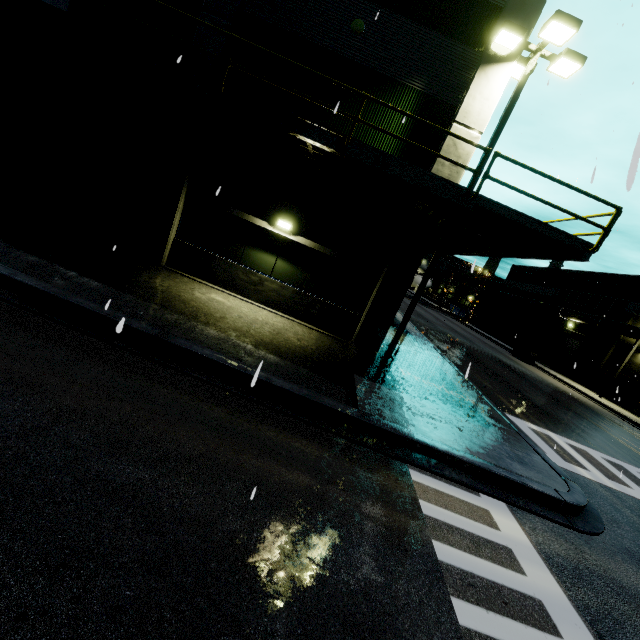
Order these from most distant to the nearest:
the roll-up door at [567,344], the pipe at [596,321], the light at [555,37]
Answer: the roll-up door at [567,344] → the pipe at [596,321] → the light at [555,37]

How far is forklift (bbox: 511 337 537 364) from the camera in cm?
3091

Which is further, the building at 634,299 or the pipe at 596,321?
the building at 634,299

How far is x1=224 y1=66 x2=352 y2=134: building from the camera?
9.75m

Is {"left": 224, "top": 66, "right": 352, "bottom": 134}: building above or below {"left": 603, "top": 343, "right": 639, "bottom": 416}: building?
above

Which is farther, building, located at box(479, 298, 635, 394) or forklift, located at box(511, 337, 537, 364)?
A: forklift, located at box(511, 337, 537, 364)

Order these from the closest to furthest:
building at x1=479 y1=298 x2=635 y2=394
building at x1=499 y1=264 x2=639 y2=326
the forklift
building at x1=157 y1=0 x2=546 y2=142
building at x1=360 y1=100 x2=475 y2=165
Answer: building at x1=157 y1=0 x2=546 y2=142
building at x1=360 y1=100 x2=475 y2=165
building at x1=479 y1=298 x2=635 y2=394
building at x1=499 y1=264 x2=639 y2=326
the forklift

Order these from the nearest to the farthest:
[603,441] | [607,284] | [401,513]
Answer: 1. [401,513]
2. [603,441]
3. [607,284]
